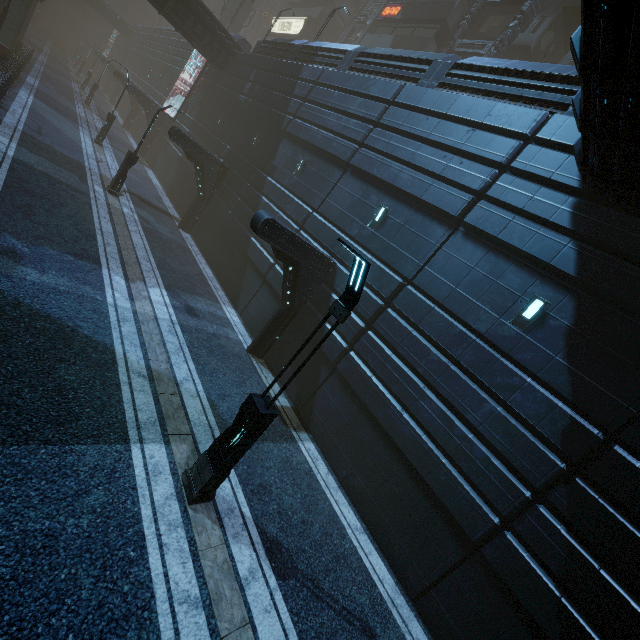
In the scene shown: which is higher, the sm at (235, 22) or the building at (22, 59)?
the sm at (235, 22)

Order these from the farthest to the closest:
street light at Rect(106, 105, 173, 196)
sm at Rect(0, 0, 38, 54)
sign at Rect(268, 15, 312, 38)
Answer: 1. sign at Rect(268, 15, 312, 38)
2. sm at Rect(0, 0, 38, 54)
3. street light at Rect(106, 105, 173, 196)

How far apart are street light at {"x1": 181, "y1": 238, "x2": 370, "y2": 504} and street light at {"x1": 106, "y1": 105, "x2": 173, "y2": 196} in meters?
16.7 m

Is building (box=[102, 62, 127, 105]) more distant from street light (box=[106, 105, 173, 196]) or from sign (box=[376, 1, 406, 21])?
street light (box=[106, 105, 173, 196])

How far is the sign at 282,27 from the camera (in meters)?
42.84

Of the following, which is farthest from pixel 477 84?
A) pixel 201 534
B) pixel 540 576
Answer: pixel 201 534

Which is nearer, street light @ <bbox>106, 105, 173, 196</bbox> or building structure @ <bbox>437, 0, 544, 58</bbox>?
street light @ <bbox>106, 105, 173, 196</bbox>

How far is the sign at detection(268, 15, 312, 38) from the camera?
42.8 meters
